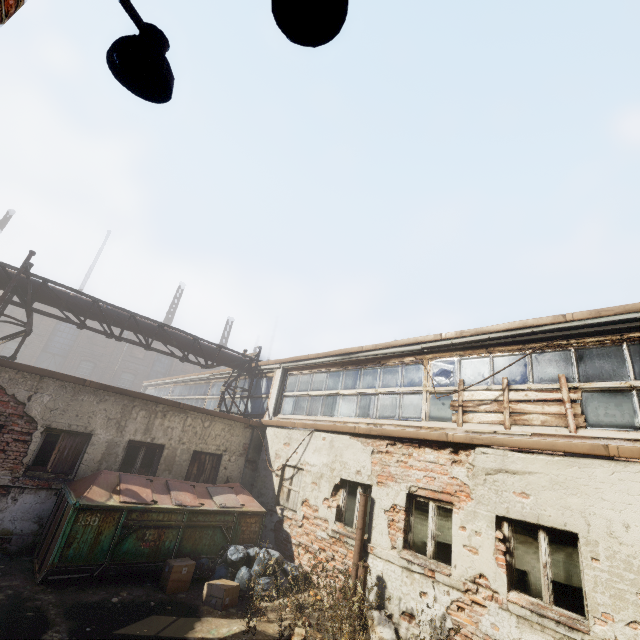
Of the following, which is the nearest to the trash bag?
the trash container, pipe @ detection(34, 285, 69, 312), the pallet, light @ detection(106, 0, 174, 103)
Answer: the trash container

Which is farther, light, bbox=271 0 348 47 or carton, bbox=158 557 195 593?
carton, bbox=158 557 195 593

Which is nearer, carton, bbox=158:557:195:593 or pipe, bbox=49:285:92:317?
carton, bbox=158:557:195:593

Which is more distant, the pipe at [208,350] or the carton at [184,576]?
the pipe at [208,350]

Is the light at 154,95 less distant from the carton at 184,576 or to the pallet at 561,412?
the pallet at 561,412

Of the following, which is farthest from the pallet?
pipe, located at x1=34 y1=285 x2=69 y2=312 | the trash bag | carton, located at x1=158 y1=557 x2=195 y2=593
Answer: carton, located at x1=158 y1=557 x2=195 y2=593

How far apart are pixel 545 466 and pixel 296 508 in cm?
646

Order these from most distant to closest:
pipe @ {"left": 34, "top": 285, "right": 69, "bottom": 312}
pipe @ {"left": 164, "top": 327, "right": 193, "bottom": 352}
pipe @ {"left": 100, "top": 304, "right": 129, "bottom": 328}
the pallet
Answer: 1. pipe @ {"left": 164, "top": 327, "right": 193, "bottom": 352}
2. pipe @ {"left": 100, "top": 304, "right": 129, "bottom": 328}
3. pipe @ {"left": 34, "top": 285, "right": 69, "bottom": 312}
4. the pallet
